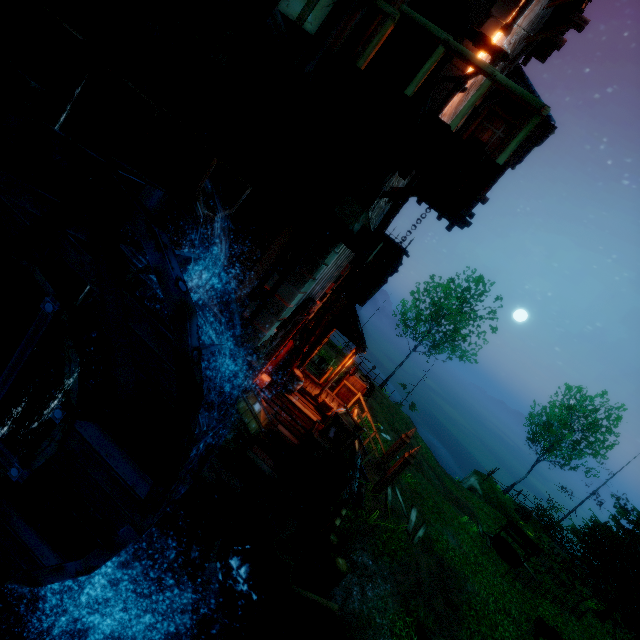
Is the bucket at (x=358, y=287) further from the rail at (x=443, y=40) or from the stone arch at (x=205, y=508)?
the stone arch at (x=205, y=508)

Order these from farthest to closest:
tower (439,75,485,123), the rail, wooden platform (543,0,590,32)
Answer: wooden platform (543,0,590,32) → tower (439,75,485,123) → the rail

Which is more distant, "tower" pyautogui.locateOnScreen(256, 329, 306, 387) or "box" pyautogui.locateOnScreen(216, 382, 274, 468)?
"tower" pyautogui.locateOnScreen(256, 329, 306, 387)

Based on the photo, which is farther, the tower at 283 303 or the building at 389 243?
the building at 389 243

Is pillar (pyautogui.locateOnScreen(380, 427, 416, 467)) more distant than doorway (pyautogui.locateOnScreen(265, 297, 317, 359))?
Yes

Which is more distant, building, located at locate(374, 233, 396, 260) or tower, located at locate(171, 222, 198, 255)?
building, located at locate(374, 233, 396, 260)

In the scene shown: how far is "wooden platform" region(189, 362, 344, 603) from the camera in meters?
6.0 m

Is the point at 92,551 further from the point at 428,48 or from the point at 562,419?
the point at 562,419
